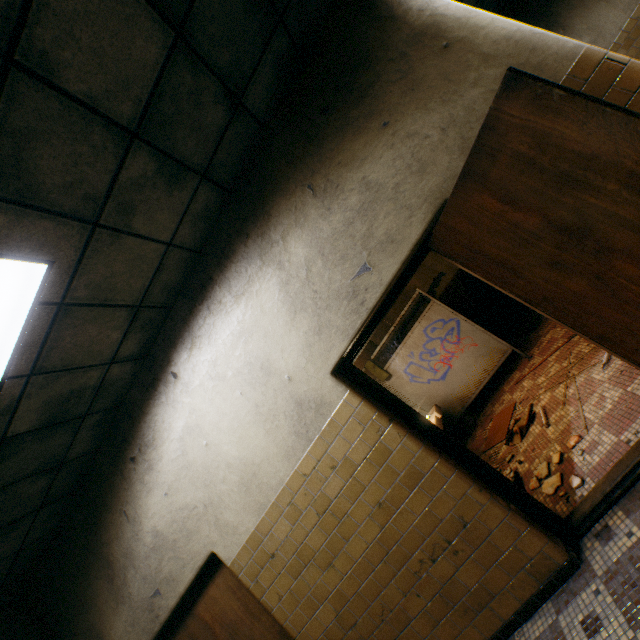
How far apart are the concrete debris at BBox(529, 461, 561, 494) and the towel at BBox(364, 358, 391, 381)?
3.26m

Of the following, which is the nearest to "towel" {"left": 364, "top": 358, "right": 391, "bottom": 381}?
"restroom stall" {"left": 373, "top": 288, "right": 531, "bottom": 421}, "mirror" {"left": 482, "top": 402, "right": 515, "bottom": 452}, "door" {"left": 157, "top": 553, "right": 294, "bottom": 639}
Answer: "restroom stall" {"left": 373, "top": 288, "right": 531, "bottom": 421}

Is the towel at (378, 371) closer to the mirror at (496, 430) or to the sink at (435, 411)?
the sink at (435, 411)

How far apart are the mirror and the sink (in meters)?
0.68

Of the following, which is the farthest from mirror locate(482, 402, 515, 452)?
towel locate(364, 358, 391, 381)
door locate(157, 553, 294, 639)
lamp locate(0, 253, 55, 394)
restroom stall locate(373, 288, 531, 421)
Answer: lamp locate(0, 253, 55, 394)

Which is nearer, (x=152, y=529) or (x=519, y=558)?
(x=519, y=558)

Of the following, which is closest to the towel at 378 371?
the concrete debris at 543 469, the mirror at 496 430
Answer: the mirror at 496 430

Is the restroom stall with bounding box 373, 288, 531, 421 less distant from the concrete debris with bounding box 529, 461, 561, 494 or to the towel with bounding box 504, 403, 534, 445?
the towel with bounding box 504, 403, 534, 445
